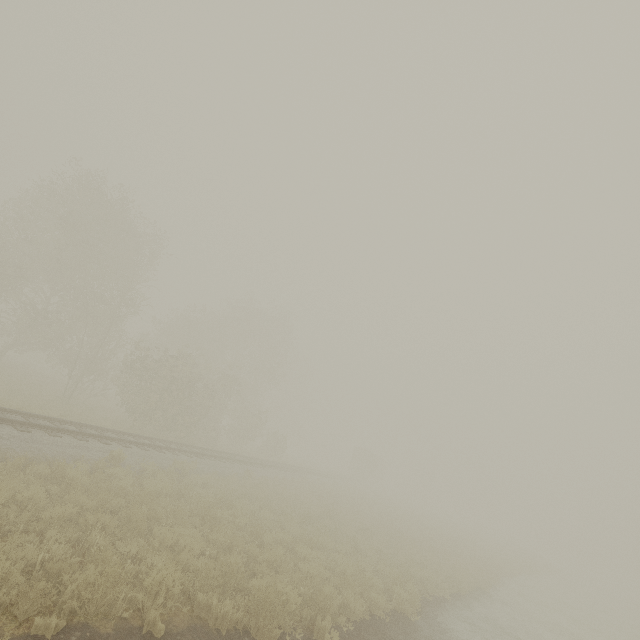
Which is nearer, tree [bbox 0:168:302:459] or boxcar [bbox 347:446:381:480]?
tree [bbox 0:168:302:459]

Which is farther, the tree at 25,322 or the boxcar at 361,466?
the boxcar at 361,466

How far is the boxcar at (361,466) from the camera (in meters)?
52.00

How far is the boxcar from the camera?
52.00m

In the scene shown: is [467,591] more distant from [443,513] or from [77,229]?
[443,513]
